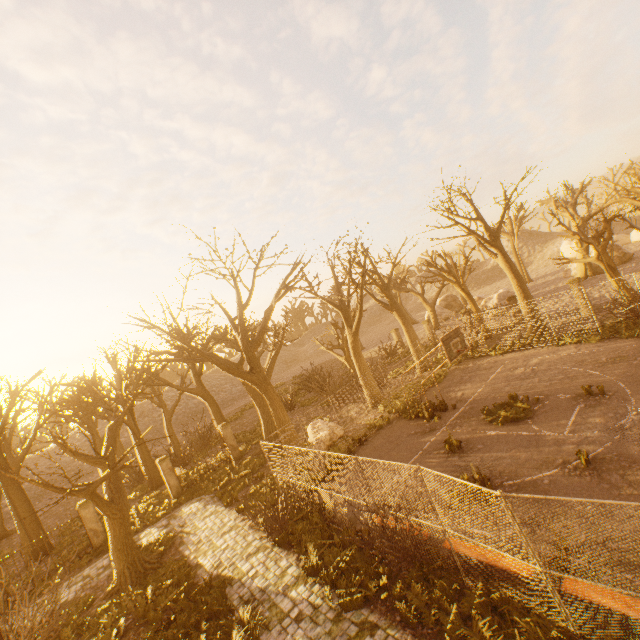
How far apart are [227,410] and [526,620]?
41.5m

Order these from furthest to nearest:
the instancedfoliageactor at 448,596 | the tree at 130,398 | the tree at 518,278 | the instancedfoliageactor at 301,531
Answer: the tree at 518,278 < the tree at 130,398 < the instancedfoliageactor at 301,531 < the instancedfoliageactor at 448,596

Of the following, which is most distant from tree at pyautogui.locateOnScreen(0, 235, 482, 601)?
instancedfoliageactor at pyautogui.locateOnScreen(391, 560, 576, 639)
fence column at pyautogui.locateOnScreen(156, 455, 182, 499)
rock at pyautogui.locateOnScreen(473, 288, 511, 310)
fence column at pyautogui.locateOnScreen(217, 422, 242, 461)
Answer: instancedfoliageactor at pyautogui.locateOnScreen(391, 560, 576, 639)

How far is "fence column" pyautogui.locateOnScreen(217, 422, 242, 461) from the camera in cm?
2141

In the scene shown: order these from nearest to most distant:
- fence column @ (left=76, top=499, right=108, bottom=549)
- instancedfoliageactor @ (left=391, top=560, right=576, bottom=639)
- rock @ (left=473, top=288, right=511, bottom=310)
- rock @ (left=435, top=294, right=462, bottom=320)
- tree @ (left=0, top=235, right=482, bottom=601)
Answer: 1. instancedfoliageactor @ (left=391, top=560, right=576, bottom=639)
2. tree @ (left=0, top=235, right=482, bottom=601)
3. fence column @ (left=76, top=499, right=108, bottom=549)
4. rock @ (left=473, top=288, right=511, bottom=310)
5. rock @ (left=435, top=294, right=462, bottom=320)

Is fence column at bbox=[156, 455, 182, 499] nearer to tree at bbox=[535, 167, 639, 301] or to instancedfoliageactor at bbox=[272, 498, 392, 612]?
tree at bbox=[535, 167, 639, 301]

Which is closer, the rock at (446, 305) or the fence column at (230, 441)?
the fence column at (230, 441)

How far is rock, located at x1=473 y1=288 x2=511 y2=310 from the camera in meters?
32.8
